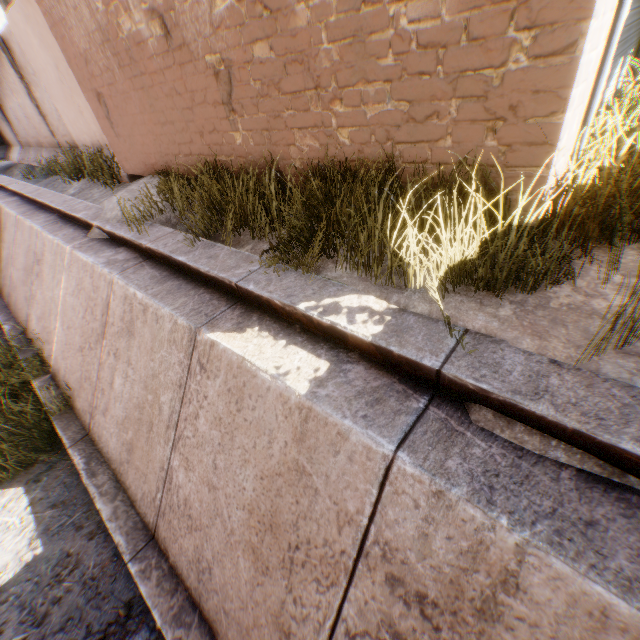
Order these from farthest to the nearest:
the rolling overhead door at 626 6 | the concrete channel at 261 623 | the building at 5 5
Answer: the building at 5 5
the rolling overhead door at 626 6
the concrete channel at 261 623

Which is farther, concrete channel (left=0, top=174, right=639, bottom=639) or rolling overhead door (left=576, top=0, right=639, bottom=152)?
rolling overhead door (left=576, top=0, right=639, bottom=152)

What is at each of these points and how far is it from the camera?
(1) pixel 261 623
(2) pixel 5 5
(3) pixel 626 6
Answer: (1) concrete channel, 2.5m
(2) building, 13.5m
(3) rolling overhead door, 2.1m

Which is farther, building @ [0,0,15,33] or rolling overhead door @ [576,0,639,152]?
building @ [0,0,15,33]

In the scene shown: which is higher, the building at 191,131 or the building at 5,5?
the building at 5,5

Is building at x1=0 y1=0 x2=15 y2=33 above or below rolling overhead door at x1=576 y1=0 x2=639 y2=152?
above

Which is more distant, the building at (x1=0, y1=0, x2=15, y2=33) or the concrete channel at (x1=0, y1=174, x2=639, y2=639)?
the building at (x1=0, y1=0, x2=15, y2=33)

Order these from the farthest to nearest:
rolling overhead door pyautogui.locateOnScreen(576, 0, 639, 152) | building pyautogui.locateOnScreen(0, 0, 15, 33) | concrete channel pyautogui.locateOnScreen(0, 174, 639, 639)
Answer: building pyautogui.locateOnScreen(0, 0, 15, 33) < rolling overhead door pyautogui.locateOnScreen(576, 0, 639, 152) < concrete channel pyautogui.locateOnScreen(0, 174, 639, 639)
